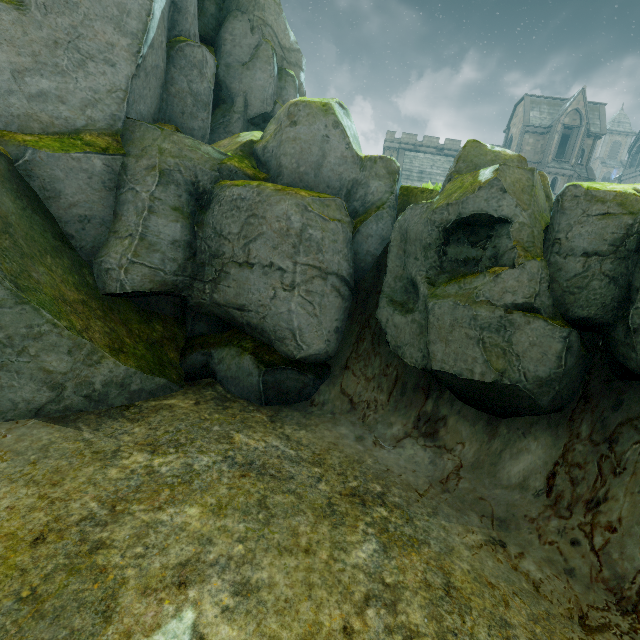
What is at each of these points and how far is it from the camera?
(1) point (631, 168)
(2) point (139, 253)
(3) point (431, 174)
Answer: (1) building, 49.1 meters
(2) rock, 8.2 meters
(3) building, 43.1 meters

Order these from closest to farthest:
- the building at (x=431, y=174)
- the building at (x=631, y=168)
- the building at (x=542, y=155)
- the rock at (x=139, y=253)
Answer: the rock at (x=139, y=253)
the building at (x=542, y=155)
the building at (x=431, y=174)
the building at (x=631, y=168)

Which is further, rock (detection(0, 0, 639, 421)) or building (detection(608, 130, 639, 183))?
building (detection(608, 130, 639, 183))

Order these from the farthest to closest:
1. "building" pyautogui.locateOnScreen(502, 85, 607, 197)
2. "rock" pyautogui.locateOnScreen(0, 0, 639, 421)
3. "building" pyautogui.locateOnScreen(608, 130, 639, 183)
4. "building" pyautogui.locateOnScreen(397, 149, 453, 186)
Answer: "building" pyautogui.locateOnScreen(608, 130, 639, 183)
"building" pyautogui.locateOnScreen(397, 149, 453, 186)
"building" pyautogui.locateOnScreen(502, 85, 607, 197)
"rock" pyautogui.locateOnScreen(0, 0, 639, 421)

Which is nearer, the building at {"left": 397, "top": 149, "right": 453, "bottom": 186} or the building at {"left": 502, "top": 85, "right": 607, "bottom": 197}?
the building at {"left": 502, "top": 85, "right": 607, "bottom": 197}

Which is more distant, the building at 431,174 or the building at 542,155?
the building at 431,174
